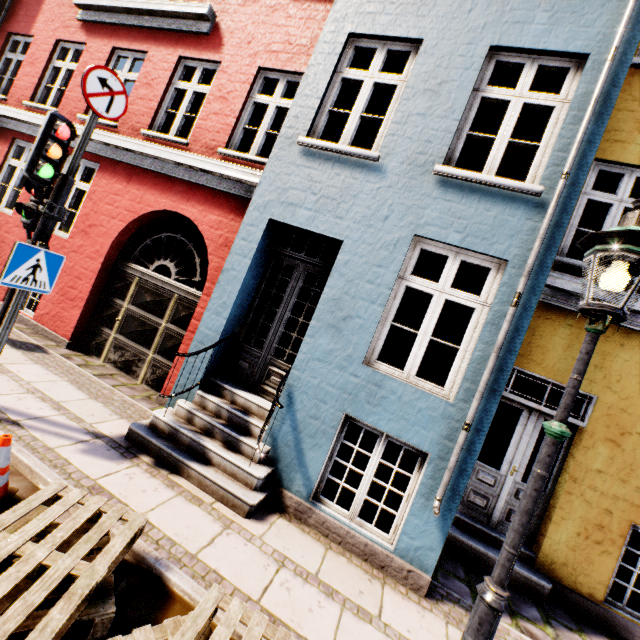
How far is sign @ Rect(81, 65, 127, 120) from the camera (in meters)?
3.58

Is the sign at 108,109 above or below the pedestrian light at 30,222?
above

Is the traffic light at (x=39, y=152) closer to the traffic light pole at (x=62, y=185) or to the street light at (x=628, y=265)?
the traffic light pole at (x=62, y=185)

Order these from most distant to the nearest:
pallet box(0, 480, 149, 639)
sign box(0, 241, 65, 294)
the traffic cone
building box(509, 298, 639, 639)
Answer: building box(509, 298, 639, 639), sign box(0, 241, 65, 294), the traffic cone, pallet box(0, 480, 149, 639)

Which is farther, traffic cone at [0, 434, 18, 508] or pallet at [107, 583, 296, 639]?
traffic cone at [0, 434, 18, 508]

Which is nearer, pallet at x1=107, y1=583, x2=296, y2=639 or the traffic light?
pallet at x1=107, y1=583, x2=296, y2=639

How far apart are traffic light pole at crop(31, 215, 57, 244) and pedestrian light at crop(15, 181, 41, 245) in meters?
0.0 m

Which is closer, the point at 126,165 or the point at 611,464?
the point at 611,464
